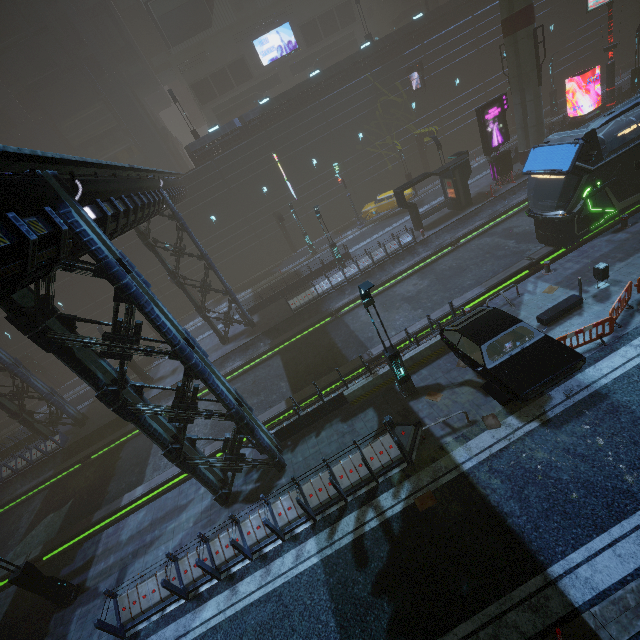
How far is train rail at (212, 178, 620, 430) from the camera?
16.91m

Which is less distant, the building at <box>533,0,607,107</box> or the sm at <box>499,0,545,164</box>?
the sm at <box>499,0,545,164</box>

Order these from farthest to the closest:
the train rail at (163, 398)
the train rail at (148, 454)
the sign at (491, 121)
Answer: the sign at (491, 121), the train rail at (163, 398), the train rail at (148, 454)

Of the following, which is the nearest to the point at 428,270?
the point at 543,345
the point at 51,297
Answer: the point at 543,345

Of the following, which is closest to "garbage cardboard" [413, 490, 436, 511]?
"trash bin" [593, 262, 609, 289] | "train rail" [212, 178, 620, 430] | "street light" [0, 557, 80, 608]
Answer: "train rail" [212, 178, 620, 430]

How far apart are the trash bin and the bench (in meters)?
1.03

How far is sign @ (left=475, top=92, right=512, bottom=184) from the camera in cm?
2319

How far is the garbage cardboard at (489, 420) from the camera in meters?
10.4
